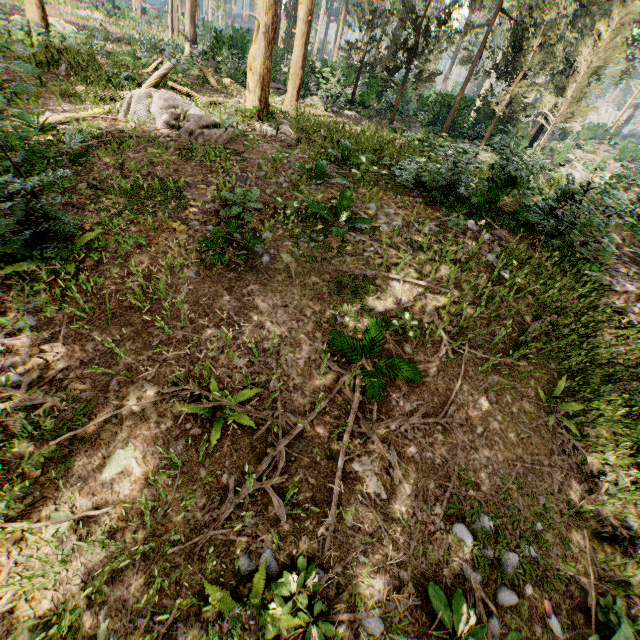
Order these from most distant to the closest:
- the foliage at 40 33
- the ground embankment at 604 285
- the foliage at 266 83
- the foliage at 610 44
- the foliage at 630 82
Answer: the foliage at 630 82, the foliage at 610 44, the foliage at 40 33, the foliage at 266 83, the ground embankment at 604 285

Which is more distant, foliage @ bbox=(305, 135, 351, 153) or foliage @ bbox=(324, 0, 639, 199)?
foliage @ bbox=(324, 0, 639, 199)

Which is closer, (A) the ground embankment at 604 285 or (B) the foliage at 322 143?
(A) the ground embankment at 604 285

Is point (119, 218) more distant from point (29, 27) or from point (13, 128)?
point (29, 27)

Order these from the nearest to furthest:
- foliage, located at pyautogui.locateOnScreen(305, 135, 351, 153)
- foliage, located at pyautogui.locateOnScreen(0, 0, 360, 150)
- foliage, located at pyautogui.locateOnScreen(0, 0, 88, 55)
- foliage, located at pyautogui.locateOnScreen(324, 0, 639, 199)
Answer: foliage, located at pyautogui.locateOnScreen(0, 0, 360, 150) → foliage, located at pyautogui.locateOnScreen(305, 135, 351, 153) → foliage, located at pyautogui.locateOnScreen(0, 0, 88, 55) → foliage, located at pyautogui.locateOnScreen(324, 0, 639, 199)

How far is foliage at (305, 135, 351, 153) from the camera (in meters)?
11.22
